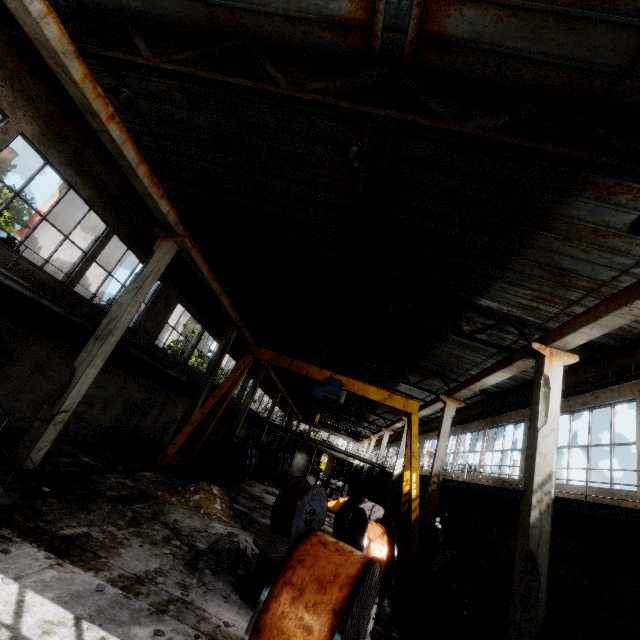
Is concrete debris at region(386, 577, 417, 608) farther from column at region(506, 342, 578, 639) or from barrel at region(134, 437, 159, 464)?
barrel at region(134, 437, 159, 464)

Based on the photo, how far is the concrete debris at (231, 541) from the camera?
7.1m

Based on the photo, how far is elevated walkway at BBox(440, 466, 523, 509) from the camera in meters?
9.6 m

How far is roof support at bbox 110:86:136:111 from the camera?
5.7 meters

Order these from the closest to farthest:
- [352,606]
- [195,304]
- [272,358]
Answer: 1. [352,606]
2. [272,358]
3. [195,304]

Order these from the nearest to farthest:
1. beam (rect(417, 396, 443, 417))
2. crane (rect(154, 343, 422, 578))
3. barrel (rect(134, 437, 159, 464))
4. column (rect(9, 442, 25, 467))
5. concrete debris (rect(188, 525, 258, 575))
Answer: concrete debris (rect(188, 525, 258, 575)) < column (rect(9, 442, 25, 467)) < crane (rect(154, 343, 422, 578)) < barrel (rect(134, 437, 159, 464)) < beam (rect(417, 396, 443, 417))

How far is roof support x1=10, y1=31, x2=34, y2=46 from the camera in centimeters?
657cm

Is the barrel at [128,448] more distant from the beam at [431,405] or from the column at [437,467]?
the beam at [431,405]
